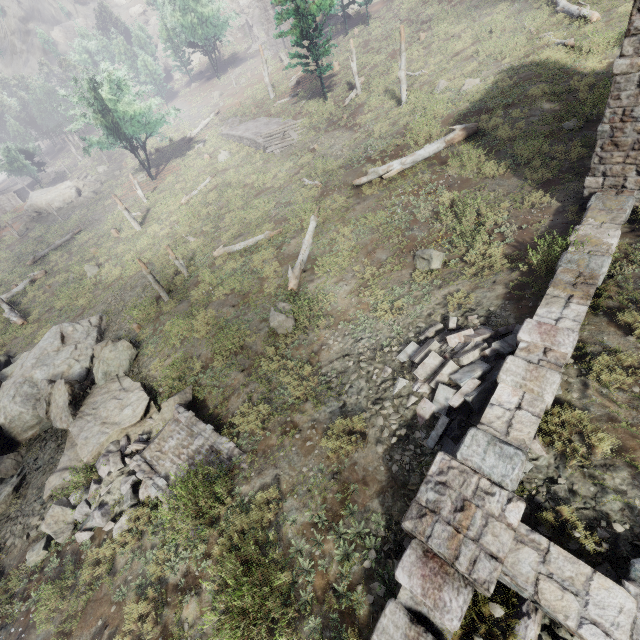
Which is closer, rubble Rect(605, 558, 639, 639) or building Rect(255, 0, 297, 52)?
rubble Rect(605, 558, 639, 639)

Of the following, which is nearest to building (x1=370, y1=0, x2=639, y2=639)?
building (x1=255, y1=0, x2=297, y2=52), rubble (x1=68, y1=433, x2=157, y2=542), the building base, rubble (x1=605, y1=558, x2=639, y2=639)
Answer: rubble (x1=605, y1=558, x2=639, y2=639)

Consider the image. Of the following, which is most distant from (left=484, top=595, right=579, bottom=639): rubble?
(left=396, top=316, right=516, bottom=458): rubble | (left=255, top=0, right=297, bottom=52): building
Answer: (left=255, top=0, right=297, bottom=52): building

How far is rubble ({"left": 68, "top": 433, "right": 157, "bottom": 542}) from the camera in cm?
836

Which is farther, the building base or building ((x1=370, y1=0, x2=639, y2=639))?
the building base

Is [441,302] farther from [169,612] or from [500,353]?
→ [169,612]

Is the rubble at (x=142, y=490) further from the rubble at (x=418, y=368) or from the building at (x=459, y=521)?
the rubble at (x=418, y=368)

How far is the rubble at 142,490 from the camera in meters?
8.4 m
